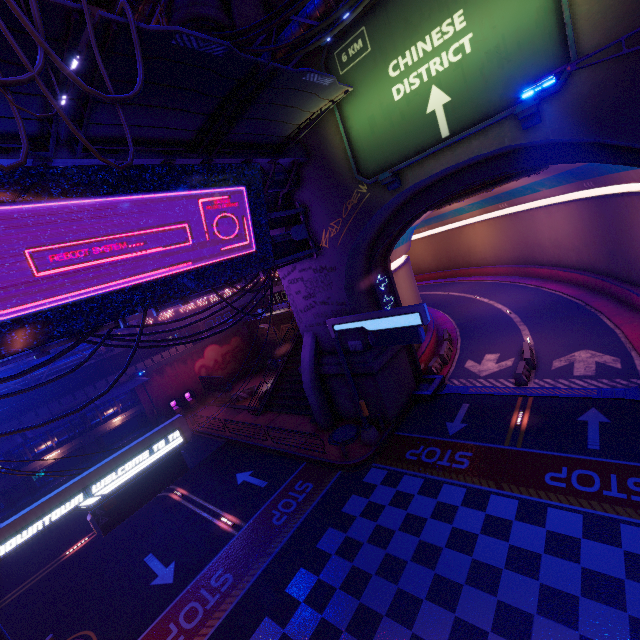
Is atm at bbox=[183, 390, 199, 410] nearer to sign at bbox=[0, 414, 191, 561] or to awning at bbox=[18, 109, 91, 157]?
sign at bbox=[0, 414, 191, 561]

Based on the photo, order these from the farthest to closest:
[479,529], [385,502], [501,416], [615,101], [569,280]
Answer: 1. [569,280]
2. [501,416]
3. [385,502]
4. [479,529]
5. [615,101]

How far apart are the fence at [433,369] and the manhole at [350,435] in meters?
8.3

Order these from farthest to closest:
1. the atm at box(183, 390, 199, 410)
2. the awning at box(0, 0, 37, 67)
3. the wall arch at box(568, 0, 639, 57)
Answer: the atm at box(183, 390, 199, 410) < the wall arch at box(568, 0, 639, 57) < the awning at box(0, 0, 37, 67)

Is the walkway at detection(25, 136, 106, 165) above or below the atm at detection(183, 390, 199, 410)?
above

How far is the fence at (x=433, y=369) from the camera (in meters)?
22.38

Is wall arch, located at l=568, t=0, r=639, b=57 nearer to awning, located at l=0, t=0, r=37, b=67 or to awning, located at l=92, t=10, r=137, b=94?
awning, located at l=92, t=10, r=137, b=94

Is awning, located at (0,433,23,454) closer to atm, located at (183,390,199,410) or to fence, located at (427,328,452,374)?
atm, located at (183,390,199,410)
